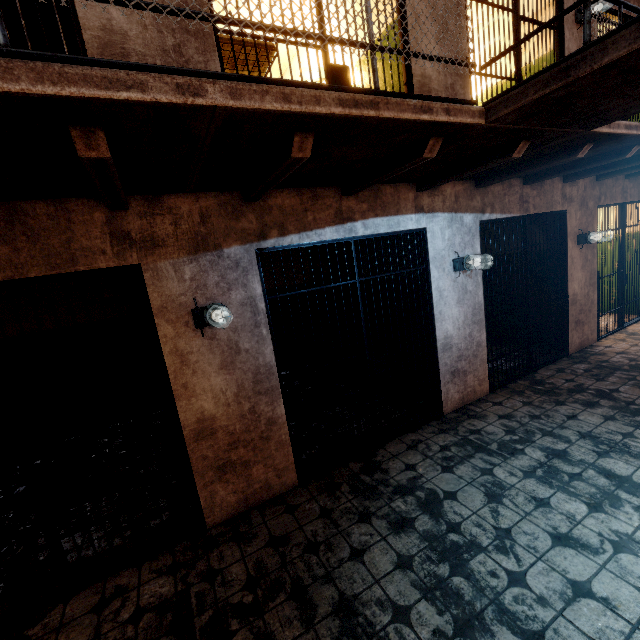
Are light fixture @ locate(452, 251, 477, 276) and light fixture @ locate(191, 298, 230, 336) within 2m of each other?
no

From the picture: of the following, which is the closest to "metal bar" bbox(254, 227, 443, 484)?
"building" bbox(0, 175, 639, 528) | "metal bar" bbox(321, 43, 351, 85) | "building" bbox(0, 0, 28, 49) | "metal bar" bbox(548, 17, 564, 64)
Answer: "building" bbox(0, 175, 639, 528)

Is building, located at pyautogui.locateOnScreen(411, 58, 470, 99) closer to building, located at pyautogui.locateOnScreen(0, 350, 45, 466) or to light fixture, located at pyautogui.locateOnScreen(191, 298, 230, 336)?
building, located at pyautogui.locateOnScreen(0, 350, 45, 466)

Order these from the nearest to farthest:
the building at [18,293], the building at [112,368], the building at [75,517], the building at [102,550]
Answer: the building at [102,550] → the building at [75,517] → the building at [112,368] → the building at [18,293]

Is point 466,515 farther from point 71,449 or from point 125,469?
point 71,449

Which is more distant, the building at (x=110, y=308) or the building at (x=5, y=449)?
the building at (x=110, y=308)

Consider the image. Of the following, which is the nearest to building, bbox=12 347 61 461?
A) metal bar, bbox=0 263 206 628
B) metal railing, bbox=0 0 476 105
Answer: metal bar, bbox=0 263 206 628
